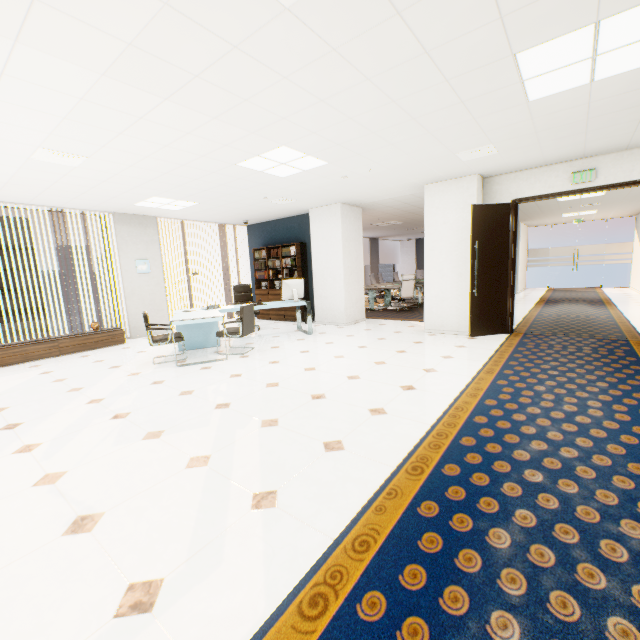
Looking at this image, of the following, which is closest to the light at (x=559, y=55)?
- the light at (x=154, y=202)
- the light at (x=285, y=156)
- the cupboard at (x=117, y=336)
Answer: the light at (x=285, y=156)

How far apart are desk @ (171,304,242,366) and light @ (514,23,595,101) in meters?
4.7

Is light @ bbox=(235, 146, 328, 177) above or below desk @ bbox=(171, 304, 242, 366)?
above

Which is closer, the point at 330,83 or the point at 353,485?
the point at 353,485

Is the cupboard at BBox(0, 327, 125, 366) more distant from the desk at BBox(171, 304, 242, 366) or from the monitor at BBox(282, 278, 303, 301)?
the monitor at BBox(282, 278, 303, 301)

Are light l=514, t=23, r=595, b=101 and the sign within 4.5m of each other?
yes

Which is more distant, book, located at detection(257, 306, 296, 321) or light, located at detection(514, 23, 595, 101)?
book, located at detection(257, 306, 296, 321)

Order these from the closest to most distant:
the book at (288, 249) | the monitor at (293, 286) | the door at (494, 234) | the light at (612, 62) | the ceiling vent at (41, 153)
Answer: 1. the light at (612, 62)
2. the ceiling vent at (41, 153)
3. the door at (494, 234)
4. the monitor at (293, 286)
5. the book at (288, 249)
